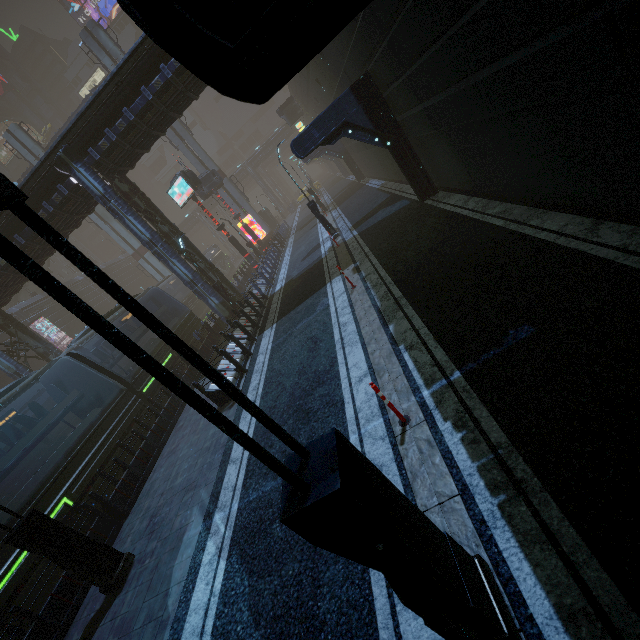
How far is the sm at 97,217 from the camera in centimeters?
3906cm

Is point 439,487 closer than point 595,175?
Yes

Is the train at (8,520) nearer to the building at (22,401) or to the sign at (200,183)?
the building at (22,401)

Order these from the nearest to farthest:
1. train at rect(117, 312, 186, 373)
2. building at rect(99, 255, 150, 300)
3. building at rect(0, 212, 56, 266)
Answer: train at rect(117, 312, 186, 373) < building at rect(0, 212, 56, 266) < building at rect(99, 255, 150, 300)

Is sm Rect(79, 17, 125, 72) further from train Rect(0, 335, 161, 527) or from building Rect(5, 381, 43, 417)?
train Rect(0, 335, 161, 527)

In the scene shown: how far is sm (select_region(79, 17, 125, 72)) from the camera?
31.6m

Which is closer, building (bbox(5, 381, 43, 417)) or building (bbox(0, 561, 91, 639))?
building (bbox(0, 561, 91, 639))
